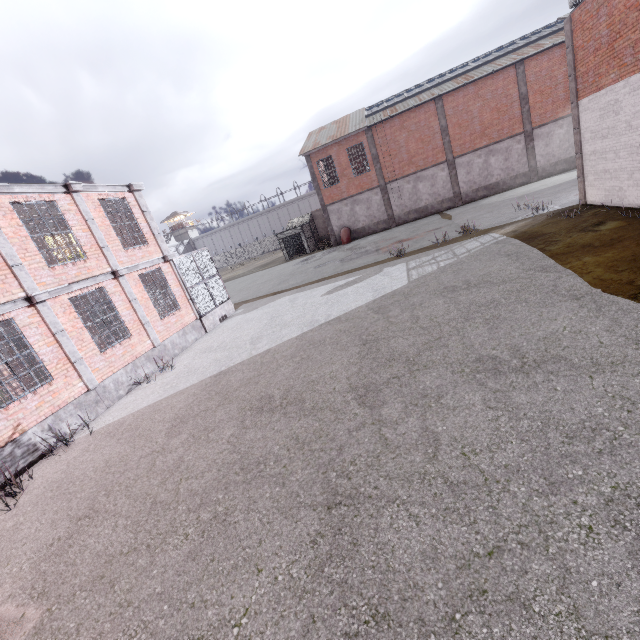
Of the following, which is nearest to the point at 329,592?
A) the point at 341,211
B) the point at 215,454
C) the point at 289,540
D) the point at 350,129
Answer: the point at 289,540

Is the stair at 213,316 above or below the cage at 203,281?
below

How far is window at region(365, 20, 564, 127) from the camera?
24.3 meters

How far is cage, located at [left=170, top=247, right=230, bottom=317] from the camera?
15.2m

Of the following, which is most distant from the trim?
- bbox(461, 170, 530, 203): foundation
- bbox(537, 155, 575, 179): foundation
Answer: bbox(537, 155, 575, 179): foundation

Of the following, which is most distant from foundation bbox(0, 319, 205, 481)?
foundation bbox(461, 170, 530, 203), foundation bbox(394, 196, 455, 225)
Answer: foundation bbox(461, 170, 530, 203)

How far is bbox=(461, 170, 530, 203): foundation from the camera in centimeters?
2716cm

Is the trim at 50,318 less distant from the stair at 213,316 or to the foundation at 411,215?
the stair at 213,316
